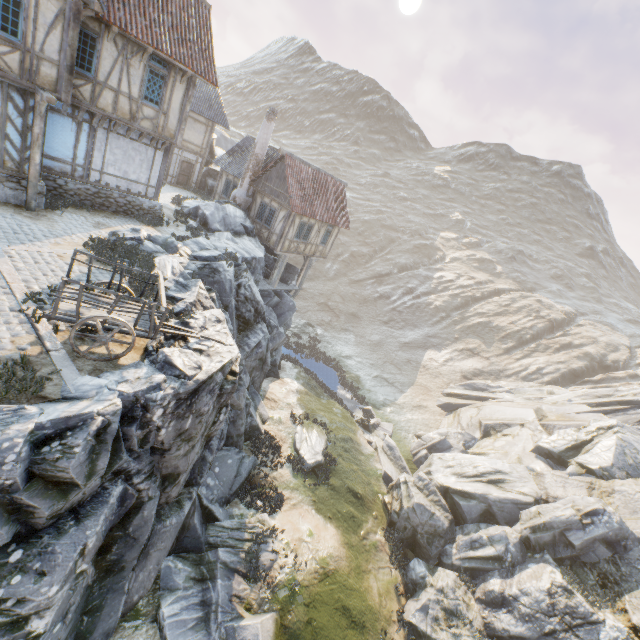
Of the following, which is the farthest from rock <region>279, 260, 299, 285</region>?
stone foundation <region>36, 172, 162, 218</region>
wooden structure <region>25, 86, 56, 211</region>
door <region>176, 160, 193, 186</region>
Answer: door <region>176, 160, 193, 186</region>

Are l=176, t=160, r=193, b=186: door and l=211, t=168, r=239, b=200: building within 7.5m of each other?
yes

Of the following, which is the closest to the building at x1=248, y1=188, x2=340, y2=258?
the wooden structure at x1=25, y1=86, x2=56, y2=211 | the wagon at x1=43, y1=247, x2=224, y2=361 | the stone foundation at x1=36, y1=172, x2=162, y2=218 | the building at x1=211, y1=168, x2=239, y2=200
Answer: the building at x1=211, y1=168, x2=239, y2=200

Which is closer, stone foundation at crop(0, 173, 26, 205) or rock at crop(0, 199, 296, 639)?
rock at crop(0, 199, 296, 639)

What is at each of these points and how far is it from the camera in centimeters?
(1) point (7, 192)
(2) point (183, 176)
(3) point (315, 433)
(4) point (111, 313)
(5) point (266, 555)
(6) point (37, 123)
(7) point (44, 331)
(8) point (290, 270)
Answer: (1) stone foundation, 1152cm
(2) door, 2705cm
(3) rock, 1973cm
(4) wagon, 678cm
(5) rock, 1186cm
(6) wooden structure, 1072cm
(7) stone blocks, 711cm
(8) rock, 2706cm

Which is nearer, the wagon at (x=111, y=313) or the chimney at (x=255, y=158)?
the wagon at (x=111, y=313)

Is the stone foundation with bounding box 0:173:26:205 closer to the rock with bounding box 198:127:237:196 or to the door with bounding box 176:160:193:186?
the door with bounding box 176:160:193:186

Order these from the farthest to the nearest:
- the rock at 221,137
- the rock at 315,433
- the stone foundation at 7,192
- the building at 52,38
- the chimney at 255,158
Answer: Answer:
the rock at 221,137
the chimney at 255,158
the rock at 315,433
the stone foundation at 7,192
the building at 52,38
